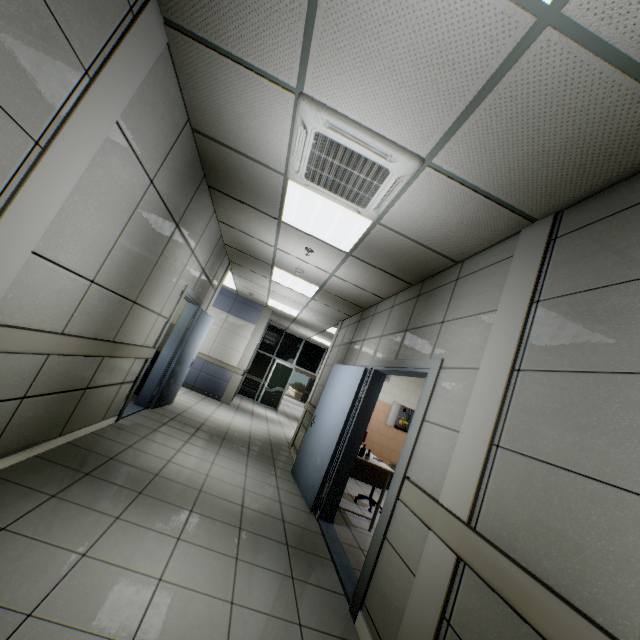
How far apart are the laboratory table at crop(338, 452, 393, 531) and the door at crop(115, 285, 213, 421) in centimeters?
315cm

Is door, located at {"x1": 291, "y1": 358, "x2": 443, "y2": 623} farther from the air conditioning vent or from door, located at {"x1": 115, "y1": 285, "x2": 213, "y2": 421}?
door, located at {"x1": 115, "y1": 285, "x2": 213, "y2": 421}

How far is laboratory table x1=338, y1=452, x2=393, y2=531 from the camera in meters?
4.5

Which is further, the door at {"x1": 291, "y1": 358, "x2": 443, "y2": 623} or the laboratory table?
the laboratory table

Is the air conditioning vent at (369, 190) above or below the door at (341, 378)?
above

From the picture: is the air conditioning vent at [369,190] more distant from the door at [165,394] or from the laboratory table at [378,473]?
the laboratory table at [378,473]

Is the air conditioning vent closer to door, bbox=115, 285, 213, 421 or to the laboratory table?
door, bbox=115, 285, 213, 421

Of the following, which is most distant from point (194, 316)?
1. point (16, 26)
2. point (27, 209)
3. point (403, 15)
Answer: point (403, 15)
